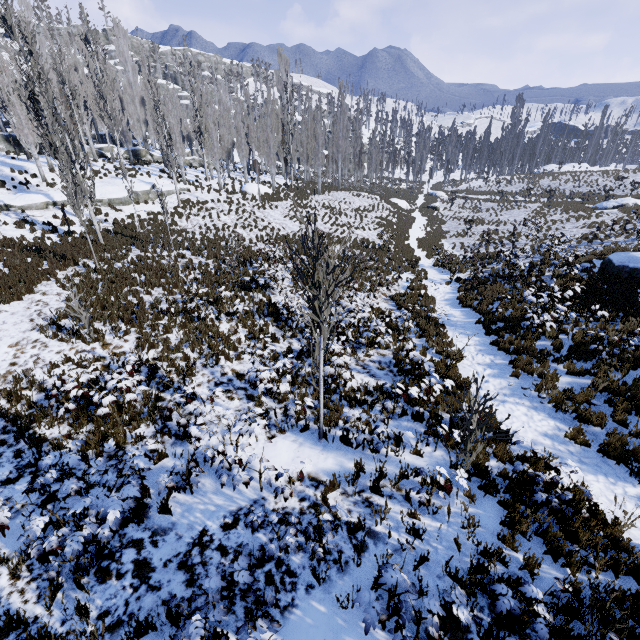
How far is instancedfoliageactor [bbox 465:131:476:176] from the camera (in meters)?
55.97

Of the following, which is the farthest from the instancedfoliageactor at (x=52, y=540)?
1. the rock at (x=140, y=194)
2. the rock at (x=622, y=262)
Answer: the rock at (x=622, y=262)

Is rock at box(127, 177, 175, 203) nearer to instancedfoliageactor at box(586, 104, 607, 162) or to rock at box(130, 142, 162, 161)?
rock at box(130, 142, 162, 161)

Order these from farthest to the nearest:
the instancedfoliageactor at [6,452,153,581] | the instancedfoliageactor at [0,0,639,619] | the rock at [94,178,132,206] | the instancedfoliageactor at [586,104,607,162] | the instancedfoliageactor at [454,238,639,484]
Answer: the instancedfoliageactor at [586,104,607,162] → the rock at [94,178,132,206] → the instancedfoliageactor at [454,238,639,484] → the instancedfoliageactor at [0,0,639,619] → the instancedfoliageactor at [6,452,153,581]

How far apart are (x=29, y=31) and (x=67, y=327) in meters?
67.0 m

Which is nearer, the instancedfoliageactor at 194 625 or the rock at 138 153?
the instancedfoliageactor at 194 625

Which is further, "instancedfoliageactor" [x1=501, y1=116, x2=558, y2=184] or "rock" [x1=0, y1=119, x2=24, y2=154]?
"instancedfoliageactor" [x1=501, y1=116, x2=558, y2=184]

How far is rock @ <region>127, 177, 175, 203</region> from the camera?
25.2m
